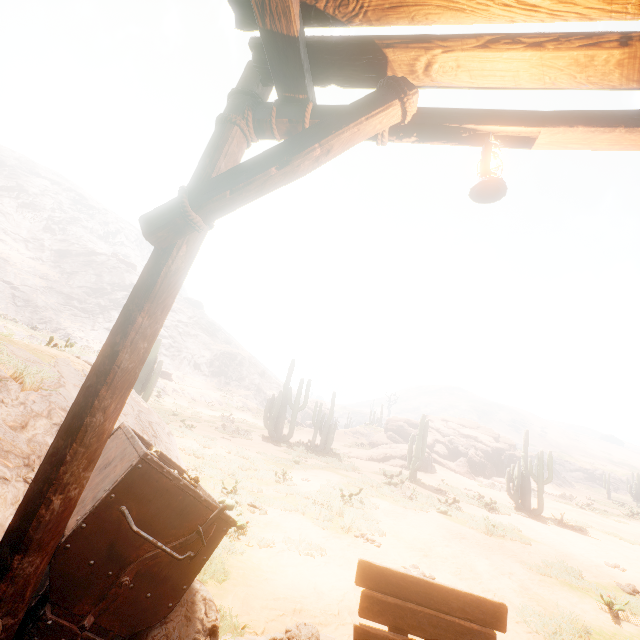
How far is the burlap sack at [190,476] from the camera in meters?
2.9 m

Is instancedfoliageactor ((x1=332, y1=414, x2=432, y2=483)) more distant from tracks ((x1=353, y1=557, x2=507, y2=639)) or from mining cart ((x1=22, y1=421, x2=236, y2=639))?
mining cart ((x1=22, y1=421, x2=236, y2=639))

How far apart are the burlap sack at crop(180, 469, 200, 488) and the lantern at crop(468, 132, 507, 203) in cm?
326

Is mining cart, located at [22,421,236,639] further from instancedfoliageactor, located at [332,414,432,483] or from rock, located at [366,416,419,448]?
rock, located at [366,416,419,448]

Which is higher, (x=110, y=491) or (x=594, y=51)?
(x=594, y=51)

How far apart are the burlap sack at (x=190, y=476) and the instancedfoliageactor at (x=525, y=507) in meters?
17.0 m

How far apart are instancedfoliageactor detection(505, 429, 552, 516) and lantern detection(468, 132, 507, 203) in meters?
17.4

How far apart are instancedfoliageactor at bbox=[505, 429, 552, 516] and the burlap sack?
17.0 meters
